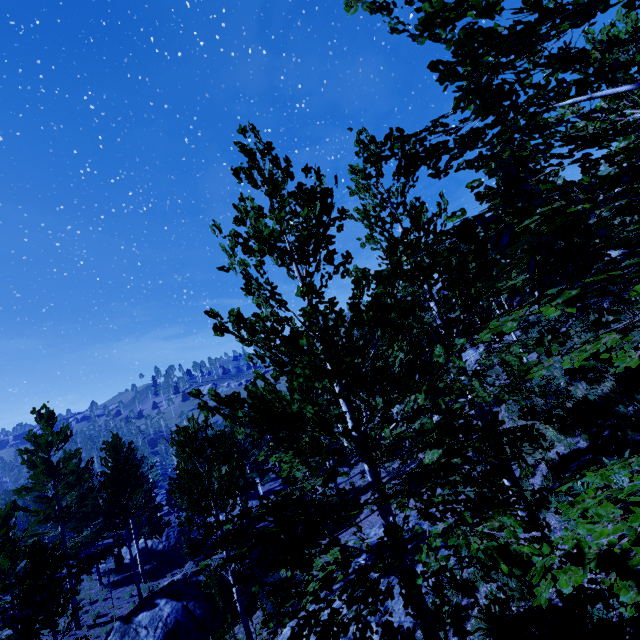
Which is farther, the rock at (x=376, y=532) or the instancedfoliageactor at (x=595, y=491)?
the rock at (x=376, y=532)

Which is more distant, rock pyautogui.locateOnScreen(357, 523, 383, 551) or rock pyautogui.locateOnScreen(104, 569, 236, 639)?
rock pyautogui.locateOnScreen(104, 569, 236, 639)

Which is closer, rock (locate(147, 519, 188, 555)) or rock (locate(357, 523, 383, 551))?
rock (locate(357, 523, 383, 551))

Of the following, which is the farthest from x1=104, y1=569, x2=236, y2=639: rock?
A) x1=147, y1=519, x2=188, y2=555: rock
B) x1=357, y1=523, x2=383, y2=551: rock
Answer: x1=357, y1=523, x2=383, y2=551: rock

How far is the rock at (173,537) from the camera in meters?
27.7 m

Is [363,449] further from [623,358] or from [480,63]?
[480,63]

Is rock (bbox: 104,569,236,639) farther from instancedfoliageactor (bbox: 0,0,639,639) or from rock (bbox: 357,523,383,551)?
rock (bbox: 357,523,383,551)

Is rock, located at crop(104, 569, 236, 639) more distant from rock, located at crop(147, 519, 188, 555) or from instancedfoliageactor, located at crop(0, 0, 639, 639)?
rock, located at crop(147, 519, 188, 555)
